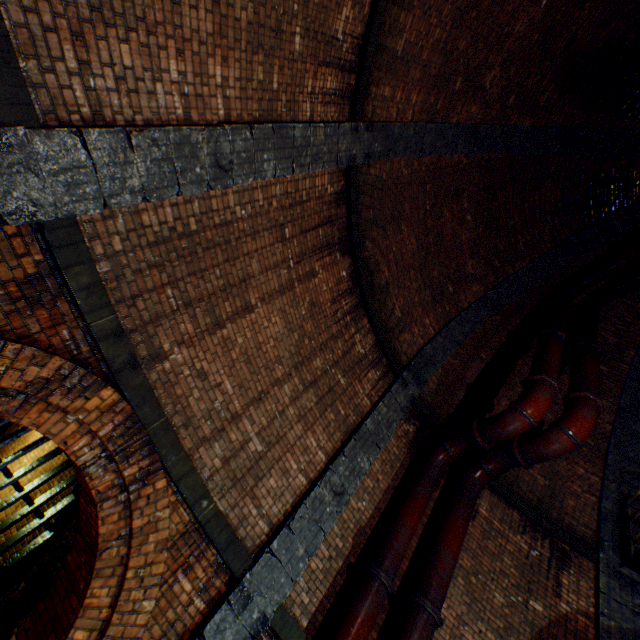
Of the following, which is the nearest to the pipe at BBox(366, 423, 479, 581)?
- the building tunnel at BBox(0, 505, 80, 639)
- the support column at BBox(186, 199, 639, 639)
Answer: the support column at BBox(186, 199, 639, 639)

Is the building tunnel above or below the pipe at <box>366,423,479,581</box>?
below

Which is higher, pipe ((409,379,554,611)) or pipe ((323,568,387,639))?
pipe ((409,379,554,611))

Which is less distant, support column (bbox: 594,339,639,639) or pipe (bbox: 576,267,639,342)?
support column (bbox: 594,339,639,639)

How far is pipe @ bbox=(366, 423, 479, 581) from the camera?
5.1m

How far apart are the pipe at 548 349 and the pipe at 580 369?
0.4 meters

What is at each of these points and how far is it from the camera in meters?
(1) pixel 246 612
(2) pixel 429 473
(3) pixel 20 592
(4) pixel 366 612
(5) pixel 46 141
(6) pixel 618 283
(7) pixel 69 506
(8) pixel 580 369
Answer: (1) support column, 4.1
(2) pipe, 6.3
(3) building tunnel, 4.8
(4) pipe, 4.5
(5) support column, 2.5
(6) pipe, 9.3
(7) sewer grate, 5.6
(8) pipe, 7.0

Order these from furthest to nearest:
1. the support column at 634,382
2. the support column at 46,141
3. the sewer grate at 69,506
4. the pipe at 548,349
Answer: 1. the pipe at 548,349
2. the support column at 634,382
3. the sewer grate at 69,506
4. the support column at 46,141
